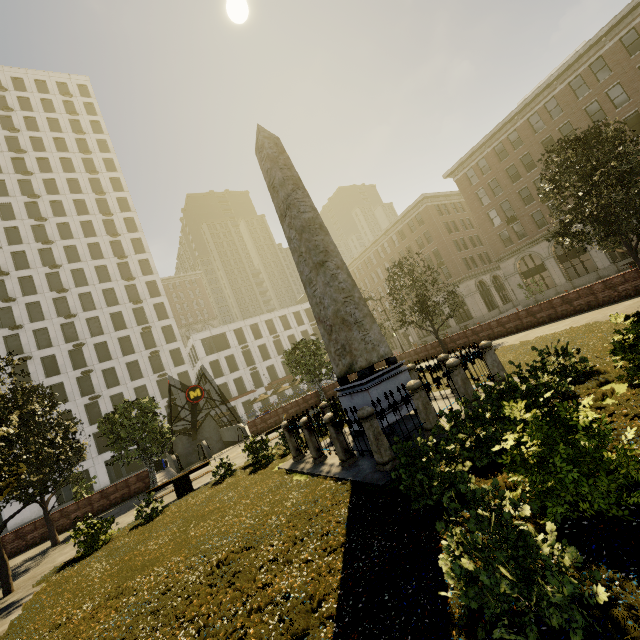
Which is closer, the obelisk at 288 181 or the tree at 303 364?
the obelisk at 288 181

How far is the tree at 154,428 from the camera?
19.4m

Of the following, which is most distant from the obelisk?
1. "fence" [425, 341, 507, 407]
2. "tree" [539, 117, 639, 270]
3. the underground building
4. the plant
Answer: the underground building

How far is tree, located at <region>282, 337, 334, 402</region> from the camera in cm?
2672

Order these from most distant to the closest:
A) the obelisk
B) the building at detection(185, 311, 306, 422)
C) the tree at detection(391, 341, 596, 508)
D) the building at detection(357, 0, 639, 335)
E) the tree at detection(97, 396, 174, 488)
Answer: the building at detection(185, 311, 306, 422), the building at detection(357, 0, 639, 335), the tree at detection(97, 396, 174, 488), the obelisk, the tree at detection(391, 341, 596, 508)

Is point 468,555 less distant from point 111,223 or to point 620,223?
point 620,223

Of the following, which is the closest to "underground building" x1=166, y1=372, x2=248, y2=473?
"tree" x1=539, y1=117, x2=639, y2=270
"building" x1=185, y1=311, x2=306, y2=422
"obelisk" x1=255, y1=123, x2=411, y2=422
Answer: "tree" x1=539, y1=117, x2=639, y2=270

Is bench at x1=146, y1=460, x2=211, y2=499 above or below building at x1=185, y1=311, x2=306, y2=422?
below
